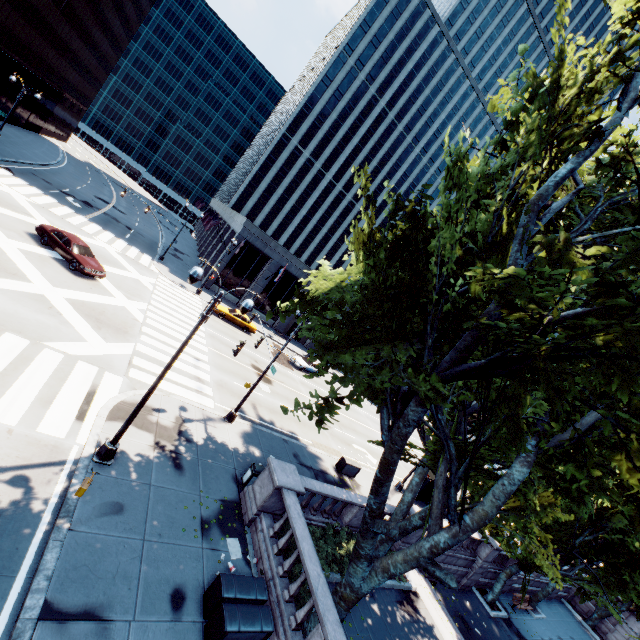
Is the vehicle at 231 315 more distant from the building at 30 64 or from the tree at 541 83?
the building at 30 64

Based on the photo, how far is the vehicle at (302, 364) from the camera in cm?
3553

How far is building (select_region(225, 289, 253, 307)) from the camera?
41.83m

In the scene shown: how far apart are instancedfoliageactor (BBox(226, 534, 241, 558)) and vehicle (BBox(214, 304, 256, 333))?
24.2m

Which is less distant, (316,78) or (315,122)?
(316,78)

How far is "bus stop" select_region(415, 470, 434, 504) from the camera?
24.5m

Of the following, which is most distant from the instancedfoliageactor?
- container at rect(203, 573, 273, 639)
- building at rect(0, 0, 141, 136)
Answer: building at rect(0, 0, 141, 136)

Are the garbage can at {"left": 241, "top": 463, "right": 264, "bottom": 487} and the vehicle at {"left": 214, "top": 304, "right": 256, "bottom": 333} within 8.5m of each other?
no
